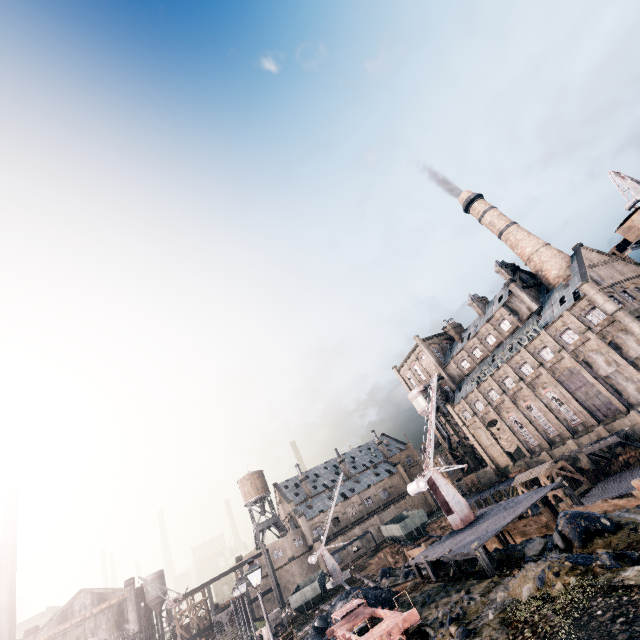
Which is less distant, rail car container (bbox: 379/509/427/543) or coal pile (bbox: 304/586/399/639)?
coal pile (bbox: 304/586/399/639)

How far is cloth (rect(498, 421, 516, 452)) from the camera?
58.1m

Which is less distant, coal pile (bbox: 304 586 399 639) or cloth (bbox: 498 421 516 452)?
coal pile (bbox: 304 586 399 639)

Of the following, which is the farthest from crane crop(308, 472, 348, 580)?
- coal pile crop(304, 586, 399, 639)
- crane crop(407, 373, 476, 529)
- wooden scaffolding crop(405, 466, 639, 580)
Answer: crane crop(407, 373, 476, 529)

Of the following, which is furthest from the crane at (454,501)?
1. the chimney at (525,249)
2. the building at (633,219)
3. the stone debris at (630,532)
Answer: the building at (633,219)

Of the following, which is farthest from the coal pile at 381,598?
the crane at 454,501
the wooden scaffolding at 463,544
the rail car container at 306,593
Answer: the rail car container at 306,593

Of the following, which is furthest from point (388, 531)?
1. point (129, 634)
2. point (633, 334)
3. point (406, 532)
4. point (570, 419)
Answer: point (129, 634)

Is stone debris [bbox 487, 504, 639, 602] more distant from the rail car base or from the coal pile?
the coal pile
